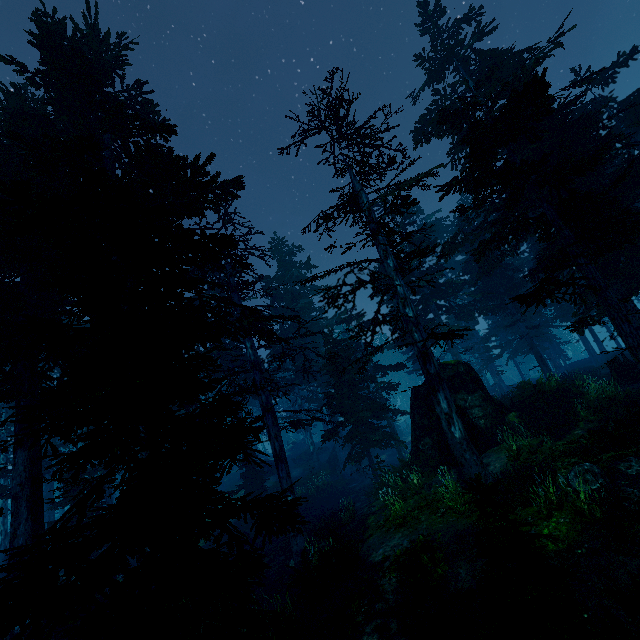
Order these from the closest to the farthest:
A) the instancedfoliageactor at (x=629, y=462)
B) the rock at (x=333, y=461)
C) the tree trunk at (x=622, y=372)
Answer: the instancedfoliageactor at (x=629, y=462)
the tree trunk at (x=622, y=372)
the rock at (x=333, y=461)

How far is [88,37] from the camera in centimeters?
1544cm

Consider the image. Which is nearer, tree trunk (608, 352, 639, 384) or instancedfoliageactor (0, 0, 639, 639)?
instancedfoliageactor (0, 0, 639, 639)

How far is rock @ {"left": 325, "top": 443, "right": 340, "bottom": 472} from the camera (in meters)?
33.09

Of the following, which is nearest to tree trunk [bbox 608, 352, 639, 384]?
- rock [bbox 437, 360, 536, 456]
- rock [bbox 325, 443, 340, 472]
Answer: rock [bbox 437, 360, 536, 456]

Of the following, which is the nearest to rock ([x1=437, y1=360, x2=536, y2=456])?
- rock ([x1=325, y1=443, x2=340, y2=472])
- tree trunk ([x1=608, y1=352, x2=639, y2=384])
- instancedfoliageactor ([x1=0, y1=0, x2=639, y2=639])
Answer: instancedfoliageactor ([x1=0, y1=0, x2=639, y2=639])

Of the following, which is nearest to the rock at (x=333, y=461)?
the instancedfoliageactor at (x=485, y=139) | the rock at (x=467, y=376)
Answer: the instancedfoliageactor at (x=485, y=139)

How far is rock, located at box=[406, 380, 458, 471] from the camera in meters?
14.3 m
